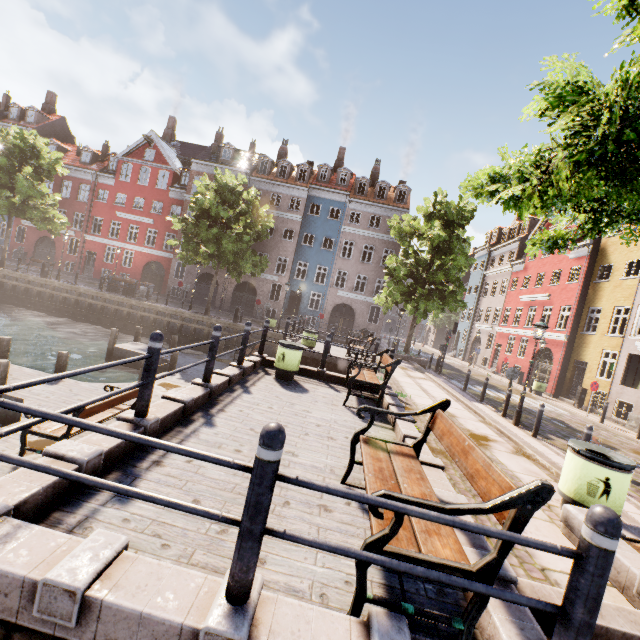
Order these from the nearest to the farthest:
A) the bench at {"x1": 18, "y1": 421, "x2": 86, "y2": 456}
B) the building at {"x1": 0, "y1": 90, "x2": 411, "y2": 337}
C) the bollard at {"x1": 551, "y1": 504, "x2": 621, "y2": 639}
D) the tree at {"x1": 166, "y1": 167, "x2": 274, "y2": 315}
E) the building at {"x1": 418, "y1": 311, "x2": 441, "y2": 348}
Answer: the bollard at {"x1": 551, "y1": 504, "x2": 621, "y2": 639}
the bench at {"x1": 18, "y1": 421, "x2": 86, "y2": 456}
the tree at {"x1": 166, "y1": 167, "x2": 274, "y2": 315}
the building at {"x1": 0, "y1": 90, "x2": 411, "y2": 337}
the building at {"x1": 418, "y1": 311, "x2": 441, "y2": 348}

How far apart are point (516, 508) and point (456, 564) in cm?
56

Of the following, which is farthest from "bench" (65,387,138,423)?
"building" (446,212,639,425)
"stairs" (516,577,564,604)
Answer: "building" (446,212,639,425)

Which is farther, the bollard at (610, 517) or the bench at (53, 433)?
the bench at (53, 433)

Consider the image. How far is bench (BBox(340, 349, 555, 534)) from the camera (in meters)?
2.10

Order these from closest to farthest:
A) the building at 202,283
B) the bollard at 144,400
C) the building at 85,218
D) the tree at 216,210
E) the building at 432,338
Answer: the bollard at 144,400
the tree at 216,210
the building at 85,218
the building at 202,283
the building at 432,338

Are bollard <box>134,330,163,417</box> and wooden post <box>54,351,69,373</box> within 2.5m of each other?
no

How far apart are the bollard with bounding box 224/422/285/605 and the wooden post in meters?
11.3
